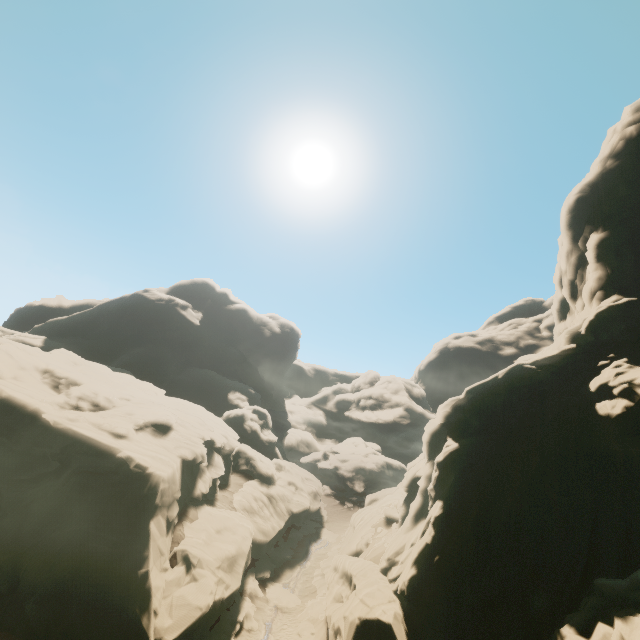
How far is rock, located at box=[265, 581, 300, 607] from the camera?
24.0 meters

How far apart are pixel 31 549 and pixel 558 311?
40.9 meters

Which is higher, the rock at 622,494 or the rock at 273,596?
the rock at 622,494

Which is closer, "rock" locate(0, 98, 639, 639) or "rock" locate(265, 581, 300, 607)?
"rock" locate(0, 98, 639, 639)

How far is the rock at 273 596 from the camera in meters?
24.0 m

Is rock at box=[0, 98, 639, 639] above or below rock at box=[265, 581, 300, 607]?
above
